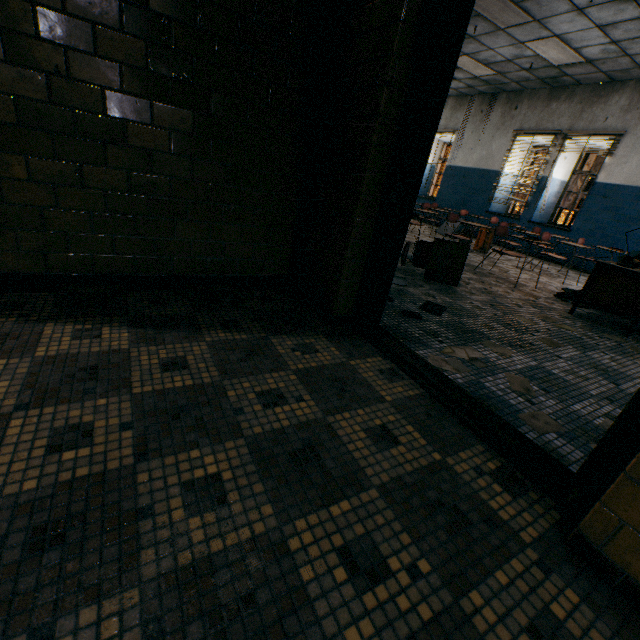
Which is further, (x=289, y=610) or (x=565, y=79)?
(x=565, y=79)

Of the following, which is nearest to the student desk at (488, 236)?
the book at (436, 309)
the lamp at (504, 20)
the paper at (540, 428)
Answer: the book at (436, 309)

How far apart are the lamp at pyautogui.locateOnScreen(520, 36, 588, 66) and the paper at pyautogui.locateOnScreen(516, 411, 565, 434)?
7.5m

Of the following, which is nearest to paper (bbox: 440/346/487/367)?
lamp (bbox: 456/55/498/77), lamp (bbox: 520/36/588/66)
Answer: lamp (bbox: 520/36/588/66)

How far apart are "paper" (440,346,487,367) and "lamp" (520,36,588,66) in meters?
7.0

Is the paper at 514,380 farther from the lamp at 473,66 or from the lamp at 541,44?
the lamp at 473,66

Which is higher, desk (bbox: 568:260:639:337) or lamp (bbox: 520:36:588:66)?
lamp (bbox: 520:36:588:66)

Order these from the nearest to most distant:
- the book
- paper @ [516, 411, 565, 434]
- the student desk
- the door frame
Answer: the door frame, paper @ [516, 411, 565, 434], the book, the student desk
